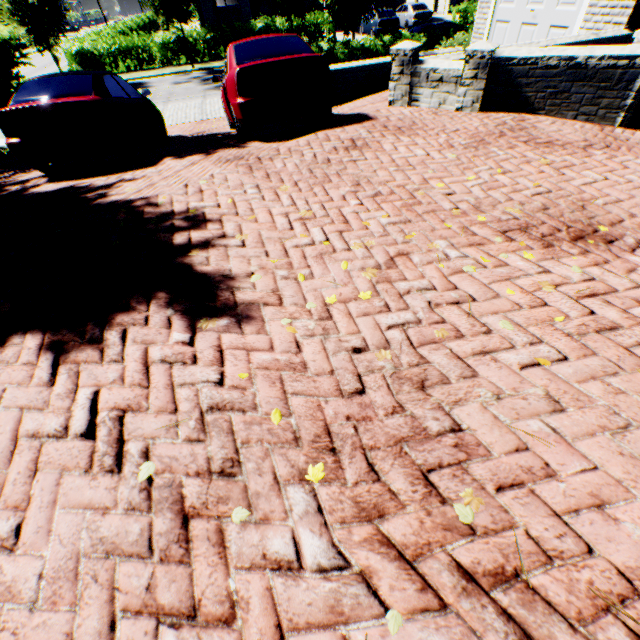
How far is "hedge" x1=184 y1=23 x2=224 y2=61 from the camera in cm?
2261

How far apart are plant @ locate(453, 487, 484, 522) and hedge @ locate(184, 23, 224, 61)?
30.7m

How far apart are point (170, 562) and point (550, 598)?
1.68m

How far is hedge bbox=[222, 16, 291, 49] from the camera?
22.8 meters

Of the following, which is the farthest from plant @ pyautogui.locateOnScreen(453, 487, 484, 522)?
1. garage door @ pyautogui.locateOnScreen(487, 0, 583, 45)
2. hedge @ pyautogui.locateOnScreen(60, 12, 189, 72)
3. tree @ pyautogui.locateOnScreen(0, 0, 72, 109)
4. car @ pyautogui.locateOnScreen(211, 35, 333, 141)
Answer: hedge @ pyautogui.locateOnScreen(60, 12, 189, 72)

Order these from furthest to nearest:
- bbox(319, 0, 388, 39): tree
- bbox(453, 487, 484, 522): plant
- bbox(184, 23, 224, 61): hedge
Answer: bbox(184, 23, 224, 61): hedge, bbox(319, 0, 388, 39): tree, bbox(453, 487, 484, 522): plant

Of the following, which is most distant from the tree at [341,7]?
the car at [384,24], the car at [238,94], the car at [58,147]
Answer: the car at [384,24]

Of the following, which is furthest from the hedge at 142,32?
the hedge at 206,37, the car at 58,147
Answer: the car at 58,147
